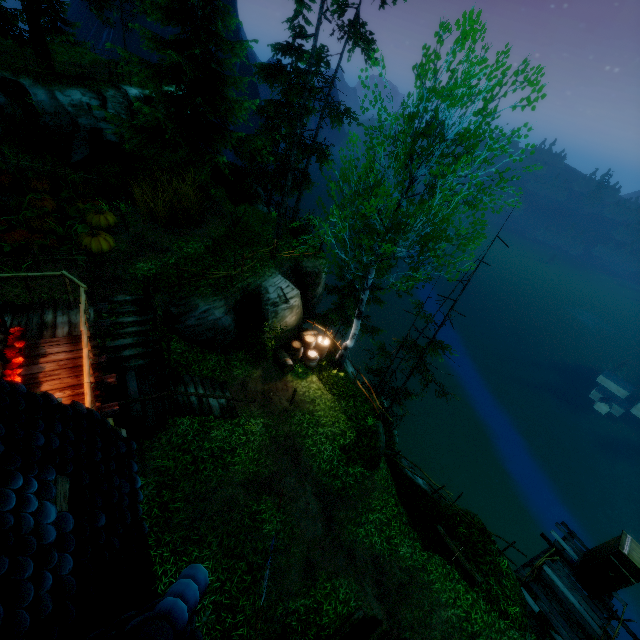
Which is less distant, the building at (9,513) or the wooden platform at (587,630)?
the building at (9,513)

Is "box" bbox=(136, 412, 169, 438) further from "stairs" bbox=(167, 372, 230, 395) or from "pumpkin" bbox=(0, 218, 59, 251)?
"pumpkin" bbox=(0, 218, 59, 251)

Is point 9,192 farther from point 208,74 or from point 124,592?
point 124,592

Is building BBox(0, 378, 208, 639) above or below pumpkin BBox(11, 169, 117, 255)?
above

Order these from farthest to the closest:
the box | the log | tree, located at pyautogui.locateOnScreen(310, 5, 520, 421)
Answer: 1. the log
2. the box
3. tree, located at pyautogui.locateOnScreen(310, 5, 520, 421)

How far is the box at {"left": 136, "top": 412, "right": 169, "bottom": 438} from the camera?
10.46m

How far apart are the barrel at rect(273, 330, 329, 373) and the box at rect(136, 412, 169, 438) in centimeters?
596cm

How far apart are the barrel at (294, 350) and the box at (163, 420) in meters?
6.0 m
